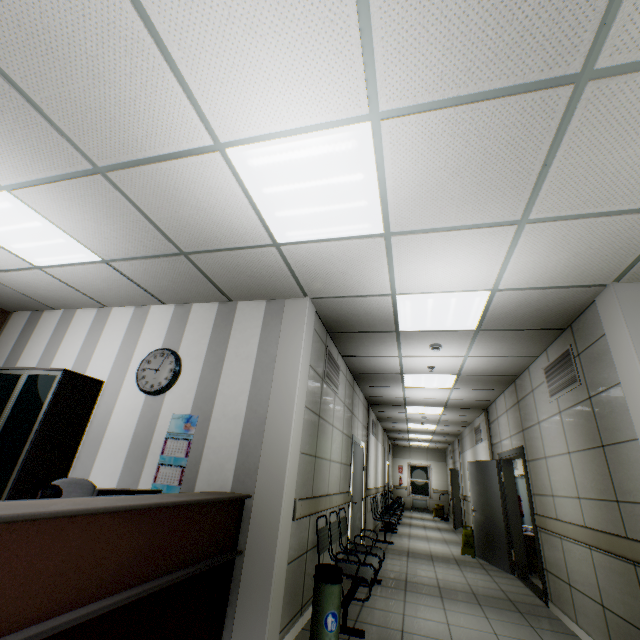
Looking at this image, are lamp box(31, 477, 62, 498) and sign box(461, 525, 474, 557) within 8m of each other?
no

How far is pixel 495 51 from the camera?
A: 1.5 meters

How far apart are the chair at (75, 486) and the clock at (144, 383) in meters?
1.0

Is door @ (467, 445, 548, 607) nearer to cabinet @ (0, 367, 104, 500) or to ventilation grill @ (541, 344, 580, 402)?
ventilation grill @ (541, 344, 580, 402)

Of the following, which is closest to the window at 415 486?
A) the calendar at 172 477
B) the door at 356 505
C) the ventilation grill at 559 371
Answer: A: the door at 356 505

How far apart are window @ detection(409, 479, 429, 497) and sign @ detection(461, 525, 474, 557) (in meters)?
11.31

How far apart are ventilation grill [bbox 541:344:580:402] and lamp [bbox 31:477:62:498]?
4.78m

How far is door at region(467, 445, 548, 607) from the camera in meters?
5.4 m
